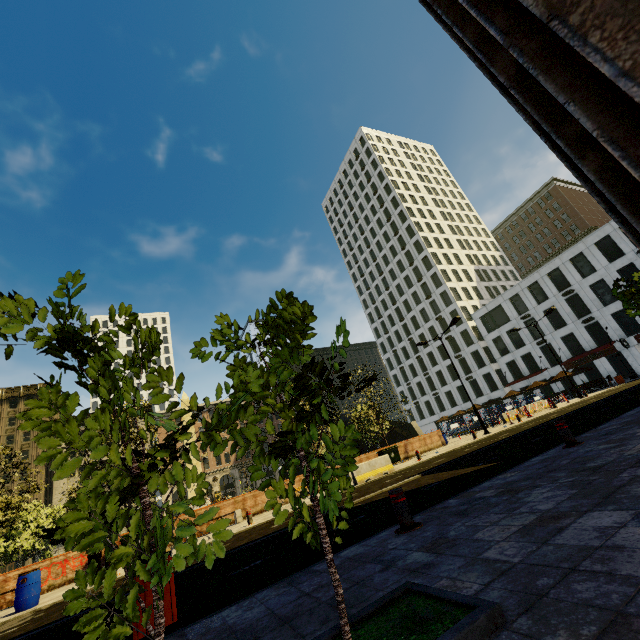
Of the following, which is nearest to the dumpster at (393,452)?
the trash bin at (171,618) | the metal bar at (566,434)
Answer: the metal bar at (566,434)

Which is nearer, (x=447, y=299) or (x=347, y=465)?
(x=347, y=465)

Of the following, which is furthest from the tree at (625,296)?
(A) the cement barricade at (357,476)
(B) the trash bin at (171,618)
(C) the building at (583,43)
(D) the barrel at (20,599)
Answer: (A) the cement barricade at (357,476)

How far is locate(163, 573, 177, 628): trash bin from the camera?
4.1 meters

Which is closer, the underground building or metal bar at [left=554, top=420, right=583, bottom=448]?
metal bar at [left=554, top=420, right=583, bottom=448]

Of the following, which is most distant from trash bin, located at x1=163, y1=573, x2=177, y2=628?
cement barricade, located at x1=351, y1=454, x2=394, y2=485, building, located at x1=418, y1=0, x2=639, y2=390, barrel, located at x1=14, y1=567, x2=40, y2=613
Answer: cement barricade, located at x1=351, y1=454, x2=394, y2=485

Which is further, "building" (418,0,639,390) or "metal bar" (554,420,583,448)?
"metal bar" (554,420,583,448)

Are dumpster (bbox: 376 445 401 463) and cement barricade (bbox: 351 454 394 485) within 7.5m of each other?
yes
